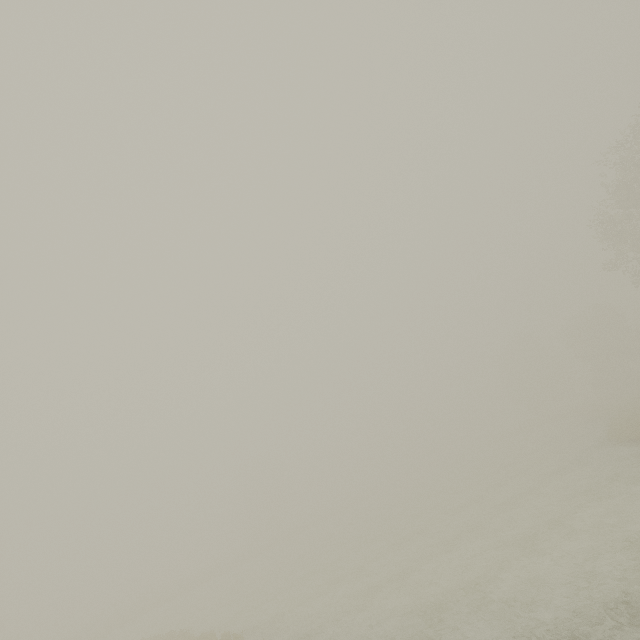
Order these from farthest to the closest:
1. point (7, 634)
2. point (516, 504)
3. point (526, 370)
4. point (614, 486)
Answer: point (526, 370) < point (7, 634) < point (516, 504) < point (614, 486)
